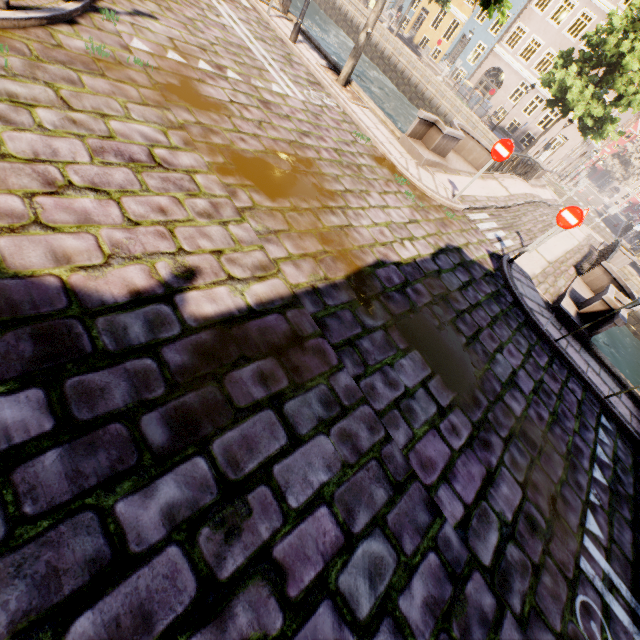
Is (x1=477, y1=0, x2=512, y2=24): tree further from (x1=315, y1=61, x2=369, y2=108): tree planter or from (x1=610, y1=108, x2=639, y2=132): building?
(x1=610, y1=108, x2=639, y2=132): building

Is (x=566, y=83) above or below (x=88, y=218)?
above

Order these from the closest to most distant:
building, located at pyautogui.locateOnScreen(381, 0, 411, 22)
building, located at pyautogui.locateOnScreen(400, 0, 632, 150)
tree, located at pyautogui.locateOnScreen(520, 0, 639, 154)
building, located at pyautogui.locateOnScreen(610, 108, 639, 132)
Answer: tree, located at pyautogui.locateOnScreen(520, 0, 639, 154) < building, located at pyautogui.locateOnScreen(400, 0, 632, 150) < building, located at pyautogui.locateOnScreen(610, 108, 639, 132) < building, located at pyautogui.locateOnScreen(381, 0, 411, 22)

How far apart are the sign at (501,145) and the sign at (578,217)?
1.9m

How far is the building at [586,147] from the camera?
30.6m

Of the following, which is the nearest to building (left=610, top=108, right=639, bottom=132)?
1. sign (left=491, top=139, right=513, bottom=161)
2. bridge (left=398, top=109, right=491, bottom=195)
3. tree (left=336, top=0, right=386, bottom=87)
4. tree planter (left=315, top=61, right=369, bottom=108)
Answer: tree (left=336, top=0, right=386, bottom=87)

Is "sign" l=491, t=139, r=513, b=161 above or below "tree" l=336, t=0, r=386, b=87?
above
